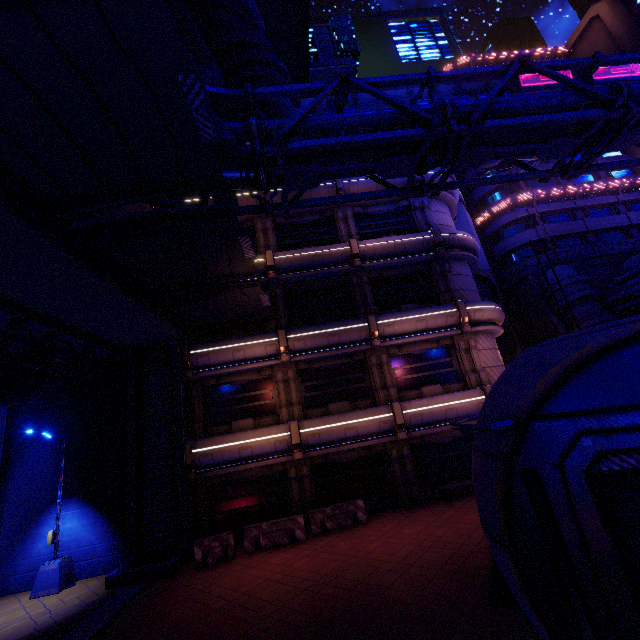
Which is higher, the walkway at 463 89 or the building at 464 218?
the walkway at 463 89

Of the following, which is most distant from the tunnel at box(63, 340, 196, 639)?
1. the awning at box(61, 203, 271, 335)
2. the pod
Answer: the pod

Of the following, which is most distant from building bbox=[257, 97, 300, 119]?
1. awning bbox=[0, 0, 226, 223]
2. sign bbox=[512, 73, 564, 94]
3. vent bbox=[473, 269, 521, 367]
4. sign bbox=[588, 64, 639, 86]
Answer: sign bbox=[588, 64, 639, 86]

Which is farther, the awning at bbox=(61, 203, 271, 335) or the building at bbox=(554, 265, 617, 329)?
the building at bbox=(554, 265, 617, 329)

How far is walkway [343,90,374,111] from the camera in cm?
3073

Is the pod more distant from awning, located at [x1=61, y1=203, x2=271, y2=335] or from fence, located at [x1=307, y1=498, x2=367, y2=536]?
awning, located at [x1=61, y1=203, x2=271, y2=335]

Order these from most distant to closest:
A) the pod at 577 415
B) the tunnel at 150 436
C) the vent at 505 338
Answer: the vent at 505 338, the tunnel at 150 436, the pod at 577 415

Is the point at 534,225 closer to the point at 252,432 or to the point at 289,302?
the point at 289,302
